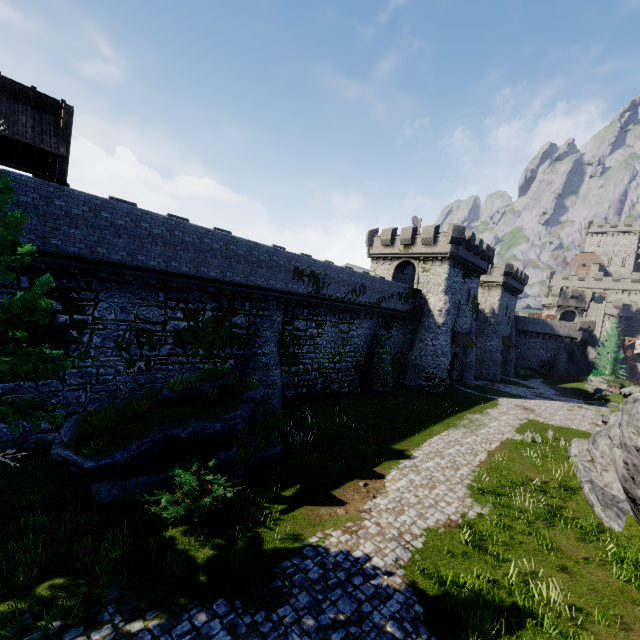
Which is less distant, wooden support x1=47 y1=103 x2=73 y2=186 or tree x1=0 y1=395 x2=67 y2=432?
tree x1=0 y1=395 x2=67 y2=432

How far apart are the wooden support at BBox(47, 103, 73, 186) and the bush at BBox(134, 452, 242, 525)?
11.17m

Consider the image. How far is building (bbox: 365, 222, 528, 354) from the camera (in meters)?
33.06

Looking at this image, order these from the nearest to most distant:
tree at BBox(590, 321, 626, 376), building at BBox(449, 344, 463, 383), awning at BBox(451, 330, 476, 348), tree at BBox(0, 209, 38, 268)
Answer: tree at BBox(0, 209, 38, 268) < awning at BBox(451, 330, 476, 348) < building at BBox(449, 344, 463, 383) < tree at BBox(590, 321, 626, 376)

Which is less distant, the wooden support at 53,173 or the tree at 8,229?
the tree at 8,229

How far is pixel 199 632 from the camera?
6.5 meters

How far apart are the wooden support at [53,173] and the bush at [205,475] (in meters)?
11.17

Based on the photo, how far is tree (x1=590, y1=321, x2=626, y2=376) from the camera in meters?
51.1 m
